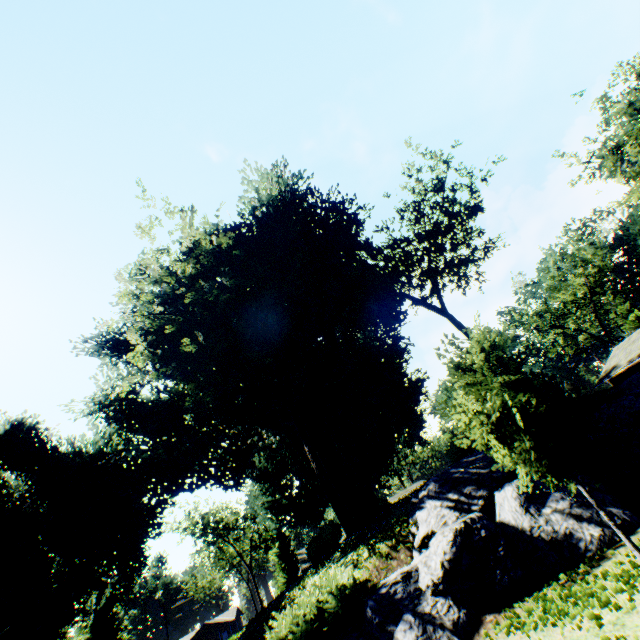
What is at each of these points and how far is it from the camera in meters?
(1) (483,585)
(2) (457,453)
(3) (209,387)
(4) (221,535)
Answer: (1) rock, 7.6 m
(2) hedge, 15.9 m
(3) plant, 26.2 m
(4) tree, 47.0 m

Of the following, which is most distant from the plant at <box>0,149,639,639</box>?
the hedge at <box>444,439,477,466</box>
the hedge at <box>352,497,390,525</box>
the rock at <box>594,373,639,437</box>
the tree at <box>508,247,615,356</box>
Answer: the tree at <box>508,247,615,356</box>

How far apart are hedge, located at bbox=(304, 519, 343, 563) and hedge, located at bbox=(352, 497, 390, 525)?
2.7m

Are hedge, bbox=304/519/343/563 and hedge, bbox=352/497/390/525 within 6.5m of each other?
yes

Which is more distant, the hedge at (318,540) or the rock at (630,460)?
the hedge at (318,540)

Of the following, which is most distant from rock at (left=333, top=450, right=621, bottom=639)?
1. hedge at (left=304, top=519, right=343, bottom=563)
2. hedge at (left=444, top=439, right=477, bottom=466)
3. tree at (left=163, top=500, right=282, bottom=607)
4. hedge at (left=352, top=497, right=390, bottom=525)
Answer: tree at (left=163, top=500, right=282, bottom=607)

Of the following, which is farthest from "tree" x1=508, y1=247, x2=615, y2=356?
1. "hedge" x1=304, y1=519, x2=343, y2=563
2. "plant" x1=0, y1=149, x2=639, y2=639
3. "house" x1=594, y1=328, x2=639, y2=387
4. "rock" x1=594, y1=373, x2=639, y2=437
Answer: "hedge" x1=304, y1=519, x2=343, y2=563

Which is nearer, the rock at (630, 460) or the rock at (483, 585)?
the rock at (483, 585)
